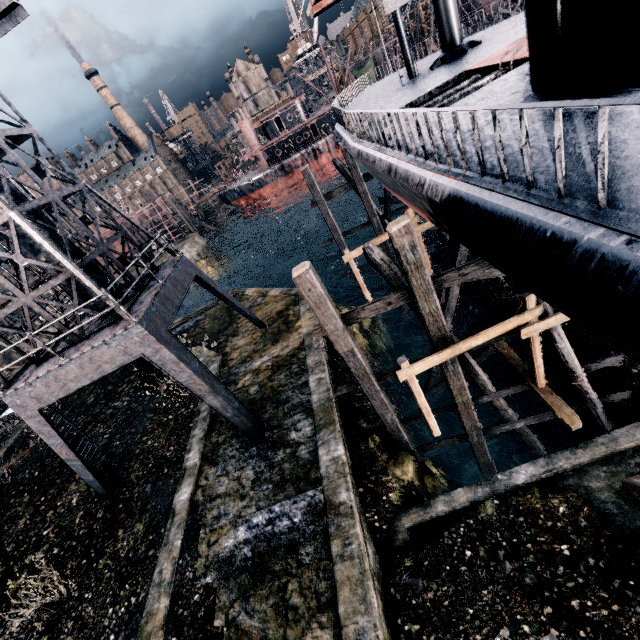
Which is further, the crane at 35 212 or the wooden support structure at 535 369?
the crane at 35 212

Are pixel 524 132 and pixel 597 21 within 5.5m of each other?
yes

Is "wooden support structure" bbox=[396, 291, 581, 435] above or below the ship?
below

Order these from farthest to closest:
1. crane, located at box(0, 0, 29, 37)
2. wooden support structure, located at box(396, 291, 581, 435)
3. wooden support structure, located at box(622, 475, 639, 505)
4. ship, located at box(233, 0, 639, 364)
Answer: crane, located at box(0, 0, 29, 37) < wooden support structure, located at box(396, 291, 581, 435) < wooden support structure, located at box(622, 475, 639, 505) < ship, located at box(233, 0, 639, 364)

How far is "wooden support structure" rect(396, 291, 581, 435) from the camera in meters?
8.9 m

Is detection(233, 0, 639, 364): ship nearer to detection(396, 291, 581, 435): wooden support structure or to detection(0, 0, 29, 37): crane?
detection(396, 291, 581, 435): wooden support structure

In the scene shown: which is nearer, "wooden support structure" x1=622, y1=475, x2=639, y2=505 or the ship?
the ship

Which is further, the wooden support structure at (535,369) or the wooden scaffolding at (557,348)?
the wooden scaffolding at (557,348)
